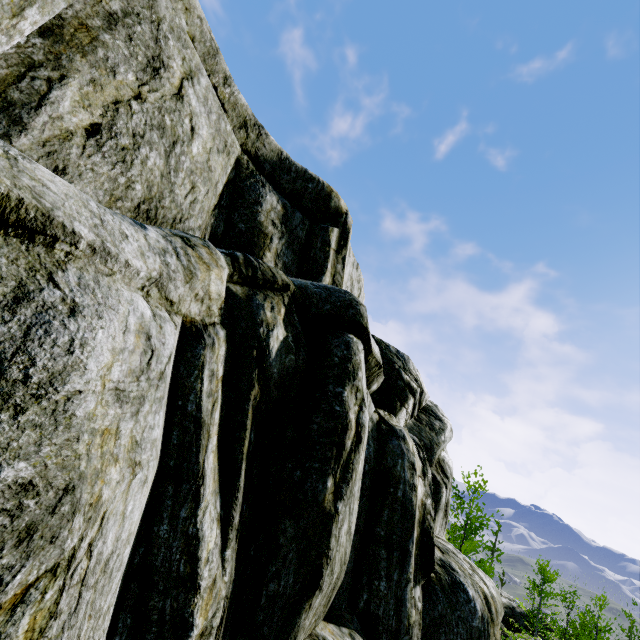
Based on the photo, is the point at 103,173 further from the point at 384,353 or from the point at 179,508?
the point at 384,353
